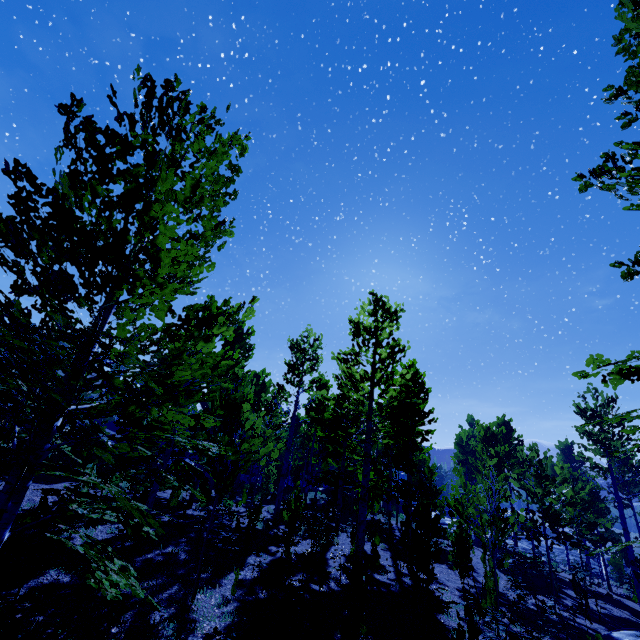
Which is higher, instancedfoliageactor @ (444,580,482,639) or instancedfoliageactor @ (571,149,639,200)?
instancedfoliageactor @ (571,149,639,200)

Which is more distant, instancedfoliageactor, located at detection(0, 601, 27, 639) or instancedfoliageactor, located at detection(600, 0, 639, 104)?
instancedfoliageactor, located at detection(600, 0, 639, 104)

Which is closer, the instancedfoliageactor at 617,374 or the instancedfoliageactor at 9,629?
the instancedfoliageactor at 9,629

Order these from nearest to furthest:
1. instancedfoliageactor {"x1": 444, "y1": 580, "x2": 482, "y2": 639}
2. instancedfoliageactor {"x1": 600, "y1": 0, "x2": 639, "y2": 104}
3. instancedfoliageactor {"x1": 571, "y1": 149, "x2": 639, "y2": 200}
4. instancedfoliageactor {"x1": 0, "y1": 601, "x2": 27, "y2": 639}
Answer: instancedfoliageactor {"x1": 0, "y1": 601, "x2": 27, "y2": 639}
instancedfoliageactor {"x1": 571, "y1": 149, "x2": 639, "y2": 200}
instancedfoliageactor {"x1": 600, "y1": 0, "x2": 639, "y2": 104}
instancedfoliageactor {"x1": 444, "y1": 580, "x2": 482, "y2": 639}

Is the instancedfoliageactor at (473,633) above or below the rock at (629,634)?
above

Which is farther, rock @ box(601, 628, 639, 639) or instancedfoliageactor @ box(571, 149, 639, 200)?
rock @ box(601, 628, 639, 639)

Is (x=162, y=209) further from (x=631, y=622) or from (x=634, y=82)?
(x=631, y=622)
